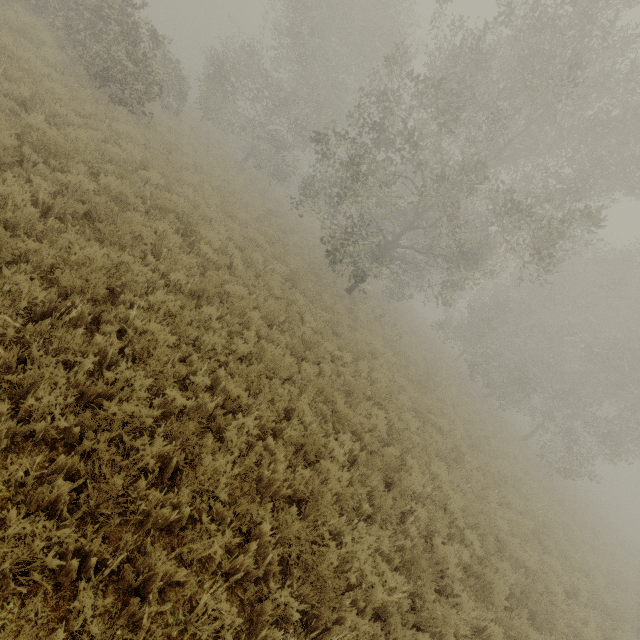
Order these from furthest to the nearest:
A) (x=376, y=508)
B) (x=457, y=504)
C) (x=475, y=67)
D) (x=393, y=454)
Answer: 1. (x=475, y=67)
2. (x=393, y=454)
3. (x=457, y=504)
4. (x=376, y=508)
